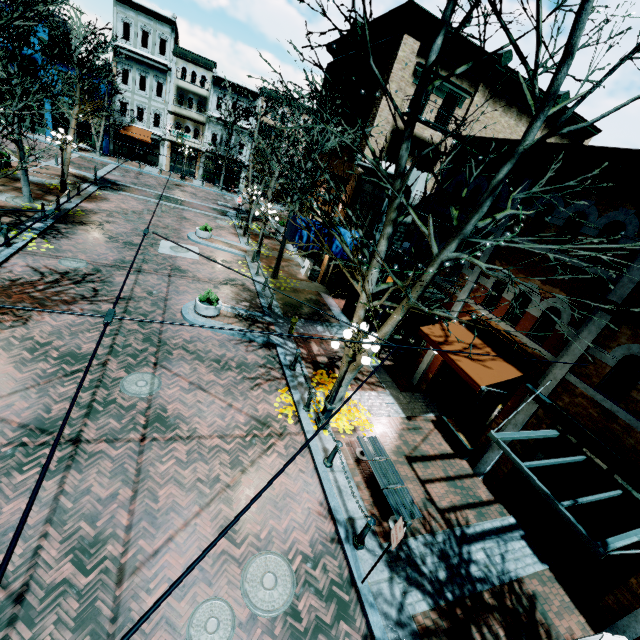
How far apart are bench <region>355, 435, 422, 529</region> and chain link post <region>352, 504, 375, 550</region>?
0.8 meters

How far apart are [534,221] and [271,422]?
10.25m

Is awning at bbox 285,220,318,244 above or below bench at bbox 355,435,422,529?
above

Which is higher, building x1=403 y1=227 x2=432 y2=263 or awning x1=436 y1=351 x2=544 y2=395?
building x1=403 y1=227 x2=432 y2=263

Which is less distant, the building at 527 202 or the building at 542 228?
the building at 542 228

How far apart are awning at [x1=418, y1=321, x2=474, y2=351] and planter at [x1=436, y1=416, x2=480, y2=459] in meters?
2.5 m

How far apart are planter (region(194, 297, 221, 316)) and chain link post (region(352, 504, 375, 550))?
9.1 meters

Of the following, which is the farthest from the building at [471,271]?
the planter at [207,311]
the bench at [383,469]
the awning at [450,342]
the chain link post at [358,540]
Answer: the planter at [207,311]
